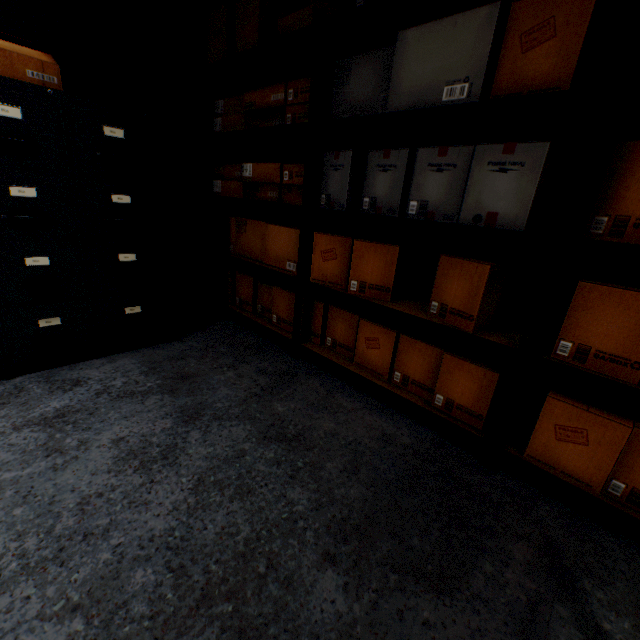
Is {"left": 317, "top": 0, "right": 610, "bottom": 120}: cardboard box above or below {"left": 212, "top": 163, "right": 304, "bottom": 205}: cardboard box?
above

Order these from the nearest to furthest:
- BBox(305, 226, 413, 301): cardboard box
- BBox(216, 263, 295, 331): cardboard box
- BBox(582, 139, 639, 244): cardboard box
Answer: BBox(582, 139, 639, 244): cardboard box → BBox(305, 226, 413, 301): cardboard box → BBox(216, 263, 295, 331): cardboard box

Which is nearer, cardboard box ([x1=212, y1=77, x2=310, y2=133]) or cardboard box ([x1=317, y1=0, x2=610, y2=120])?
cardboard box ([x1=317, y1=0, x2=610, y2=120])

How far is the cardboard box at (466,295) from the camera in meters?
1.3 m

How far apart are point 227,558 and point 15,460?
0.9m

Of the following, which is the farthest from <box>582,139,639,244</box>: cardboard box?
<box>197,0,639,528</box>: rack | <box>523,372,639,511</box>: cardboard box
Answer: <box>523,372,639,511</box>: cardboard box

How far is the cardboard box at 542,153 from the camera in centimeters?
112cm

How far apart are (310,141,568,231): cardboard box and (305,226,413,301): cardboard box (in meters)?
0.15
